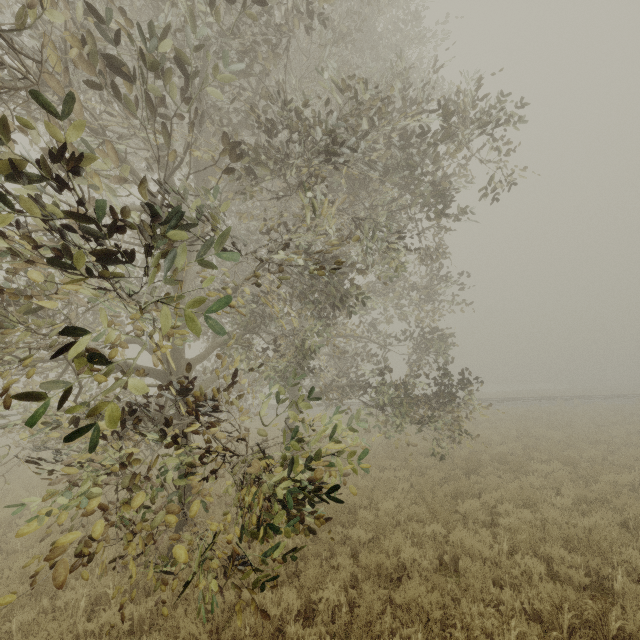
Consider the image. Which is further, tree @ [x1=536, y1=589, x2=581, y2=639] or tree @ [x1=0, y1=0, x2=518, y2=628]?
tree @ [x1=536, y1=589, x2=581, y2=639]

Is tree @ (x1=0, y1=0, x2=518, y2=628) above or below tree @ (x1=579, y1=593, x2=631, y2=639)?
above

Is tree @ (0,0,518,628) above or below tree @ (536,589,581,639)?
above

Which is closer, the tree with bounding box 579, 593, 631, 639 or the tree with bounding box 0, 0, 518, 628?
the tree with bounding box 0, 0, 518, 628

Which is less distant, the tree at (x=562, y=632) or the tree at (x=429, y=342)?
the tree at (x=429, y=342)

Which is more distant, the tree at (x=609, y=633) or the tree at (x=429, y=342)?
the tree at (x=609, y=633)

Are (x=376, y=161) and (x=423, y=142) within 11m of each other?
yes
